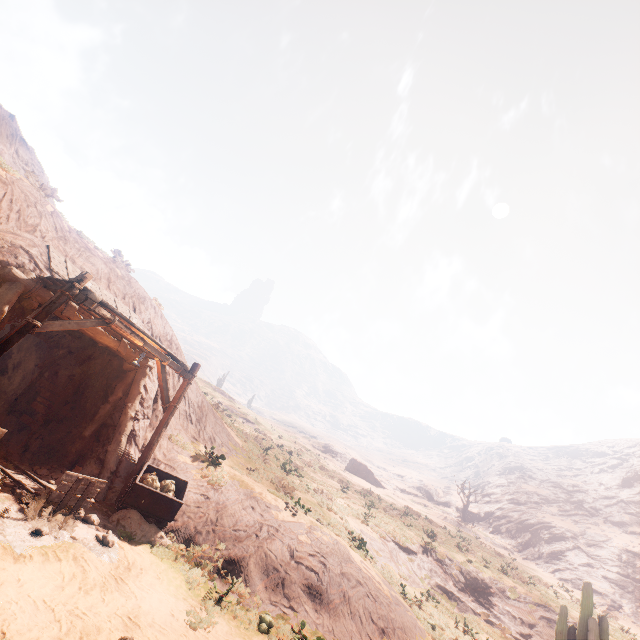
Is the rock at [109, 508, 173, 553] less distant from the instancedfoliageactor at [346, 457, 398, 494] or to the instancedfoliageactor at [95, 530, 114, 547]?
the instancedfoliageactor at [95, 530, 114, 547]

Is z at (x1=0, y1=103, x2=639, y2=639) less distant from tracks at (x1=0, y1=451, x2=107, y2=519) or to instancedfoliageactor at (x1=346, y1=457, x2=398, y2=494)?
instancedfoliageactor at (x1=346, y1=457, x2=398, y2=494)

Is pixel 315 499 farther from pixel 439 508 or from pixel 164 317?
A: pixel 439 508

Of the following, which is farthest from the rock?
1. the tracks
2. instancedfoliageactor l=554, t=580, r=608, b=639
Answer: instancedfoliageactor l=554, t=580, r=608, b=639

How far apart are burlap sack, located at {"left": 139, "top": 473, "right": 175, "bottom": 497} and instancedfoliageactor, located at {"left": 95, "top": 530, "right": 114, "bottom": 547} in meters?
1.1

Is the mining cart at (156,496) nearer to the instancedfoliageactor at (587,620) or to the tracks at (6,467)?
the tracks at (6,467)

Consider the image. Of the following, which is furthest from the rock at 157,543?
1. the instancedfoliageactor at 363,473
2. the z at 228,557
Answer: the z at 228,557

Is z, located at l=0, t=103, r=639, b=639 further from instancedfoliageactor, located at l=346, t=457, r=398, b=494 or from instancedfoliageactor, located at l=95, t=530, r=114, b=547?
instancedfoliageactor, located at l=95, t=530, r=114, b=547
